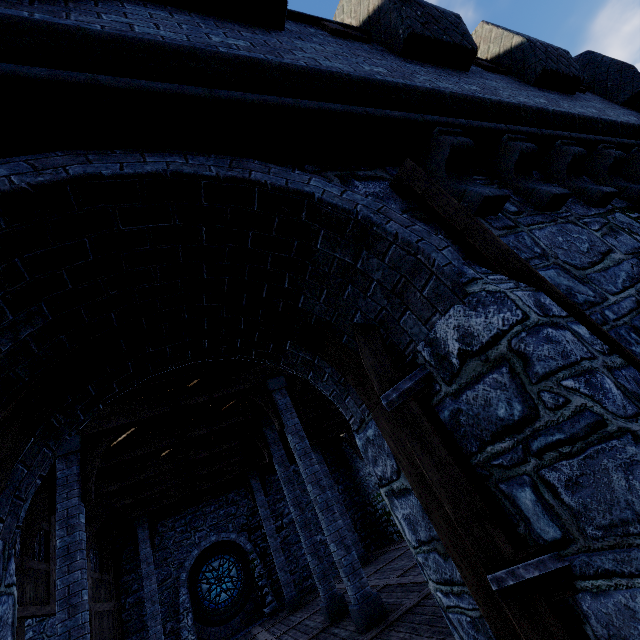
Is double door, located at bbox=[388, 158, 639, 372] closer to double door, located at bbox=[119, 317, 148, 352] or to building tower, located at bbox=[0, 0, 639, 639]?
building tower, located at bbox=[0, 0, 639, 639]

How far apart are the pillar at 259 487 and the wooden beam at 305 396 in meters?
6.0 m

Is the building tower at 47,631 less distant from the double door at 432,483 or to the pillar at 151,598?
the double door at 432,483

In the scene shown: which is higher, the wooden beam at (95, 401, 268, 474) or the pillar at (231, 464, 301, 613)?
the wooden beam at (95, 401, 268, 474)

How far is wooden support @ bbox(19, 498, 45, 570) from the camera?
7.03m

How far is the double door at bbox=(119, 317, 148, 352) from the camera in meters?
2.6 m

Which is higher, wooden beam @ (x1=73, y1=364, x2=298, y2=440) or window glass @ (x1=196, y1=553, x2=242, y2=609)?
wooden beam @ (x1=73, y1=364, x2=298, y2=440)

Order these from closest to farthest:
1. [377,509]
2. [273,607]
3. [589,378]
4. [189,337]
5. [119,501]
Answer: [589,378], [189,337], [119,501], [273,607], [377,509]
